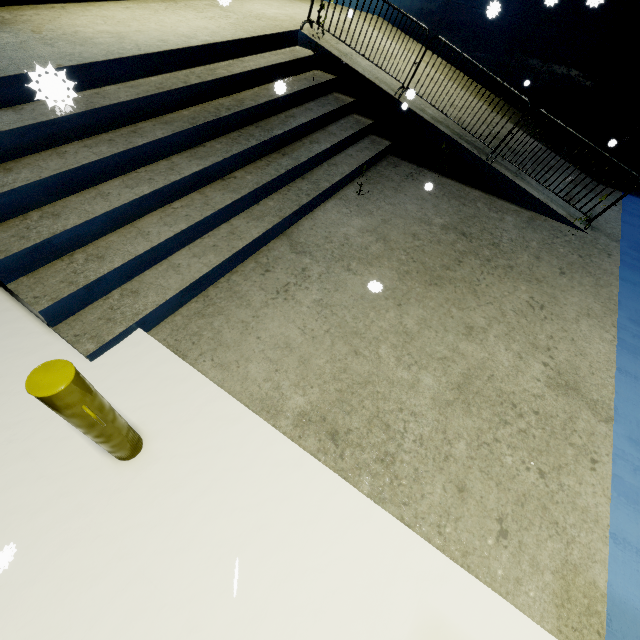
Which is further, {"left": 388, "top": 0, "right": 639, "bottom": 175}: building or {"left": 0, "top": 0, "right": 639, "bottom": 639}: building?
{"left": 388, "top": 0, "right": 639, "bottom": 175}: building

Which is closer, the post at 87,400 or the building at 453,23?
the post at 87,400

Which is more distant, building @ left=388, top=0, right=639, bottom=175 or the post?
building @ left=388, top=0, right=639, bottom=175

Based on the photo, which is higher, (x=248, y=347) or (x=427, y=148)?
(x=427, y=148)

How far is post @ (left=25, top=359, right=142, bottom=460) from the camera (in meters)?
1.61

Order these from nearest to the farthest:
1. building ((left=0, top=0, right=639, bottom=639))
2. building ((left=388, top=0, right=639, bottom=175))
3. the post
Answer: the post → building ((left=0, top=0, right=639, bottom=639)) → building ((left=388, top=0, right=639, bottom=175))

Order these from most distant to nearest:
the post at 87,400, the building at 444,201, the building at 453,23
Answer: the building at 453,23 < the building at 444,201 < the post at 87,400
